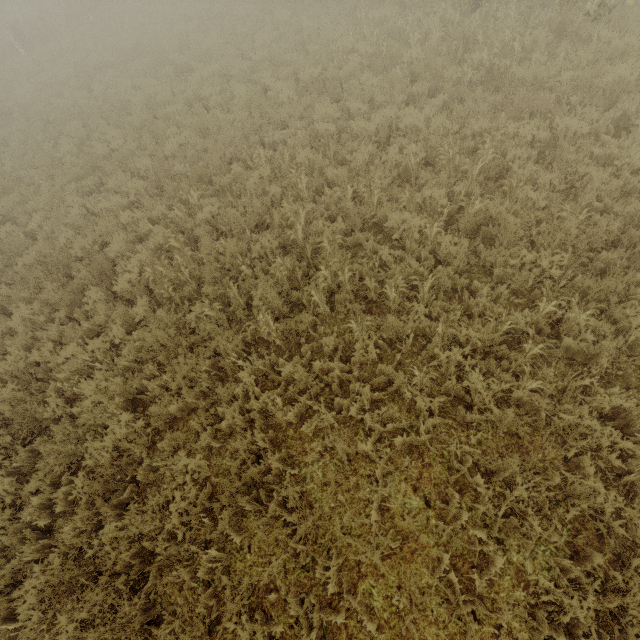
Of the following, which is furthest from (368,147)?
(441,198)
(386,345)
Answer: (386,345)

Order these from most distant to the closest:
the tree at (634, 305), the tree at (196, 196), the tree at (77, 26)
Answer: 1. the tree at (77, 26)
2. the tree at (196, 196)
3. the tree at (634, 305)

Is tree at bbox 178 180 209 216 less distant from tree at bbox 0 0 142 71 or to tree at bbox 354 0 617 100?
tree at bbox 354 0 617 100

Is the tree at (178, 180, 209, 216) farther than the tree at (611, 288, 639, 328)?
Yes

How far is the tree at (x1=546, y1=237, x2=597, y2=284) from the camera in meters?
4.1 m

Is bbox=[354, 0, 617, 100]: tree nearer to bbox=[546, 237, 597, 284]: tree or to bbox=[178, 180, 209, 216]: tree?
bbox=[546, 237, 597, 284]: tree

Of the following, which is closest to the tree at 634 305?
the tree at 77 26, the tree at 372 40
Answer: the tree at 372 40

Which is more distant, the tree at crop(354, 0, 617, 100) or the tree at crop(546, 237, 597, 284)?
the tree at crop(354, 0, 617, 100)
